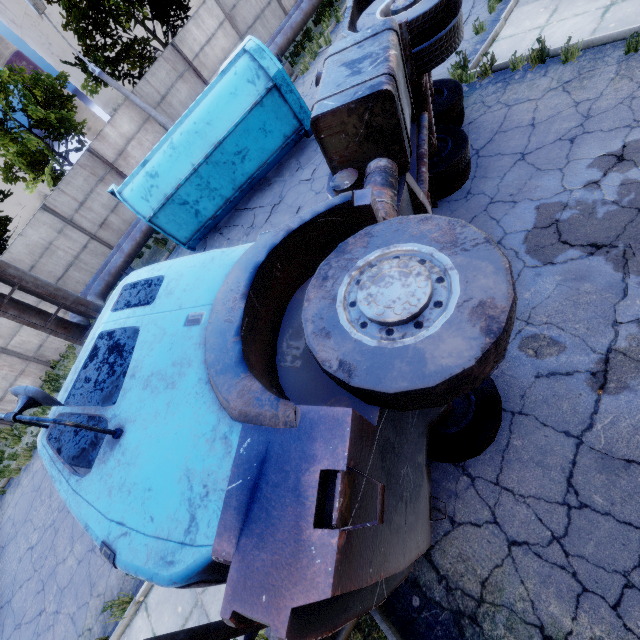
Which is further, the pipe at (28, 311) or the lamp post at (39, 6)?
the lamp post at (39, 6)

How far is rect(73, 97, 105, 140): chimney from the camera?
55.1 meters

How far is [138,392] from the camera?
2.34m

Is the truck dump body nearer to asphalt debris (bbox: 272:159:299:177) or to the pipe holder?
asphalt debris (bbox: 272:159:299:177)

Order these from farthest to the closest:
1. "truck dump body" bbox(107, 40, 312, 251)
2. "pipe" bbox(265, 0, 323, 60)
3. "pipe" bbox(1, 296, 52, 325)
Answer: "pipe" bbox(265, 0, 323, 60) < "pipe" bbox(1, 296, 52, 325) < "truck dump body" bbox(107, 40, 312, 251)

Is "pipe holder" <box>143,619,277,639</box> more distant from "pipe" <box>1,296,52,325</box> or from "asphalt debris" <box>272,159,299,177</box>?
"asphalt debris" <box>272,159,299,177</box>

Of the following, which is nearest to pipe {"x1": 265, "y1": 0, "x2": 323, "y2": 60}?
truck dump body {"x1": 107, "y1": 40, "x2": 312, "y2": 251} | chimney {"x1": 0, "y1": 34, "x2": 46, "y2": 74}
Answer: truck dump body {"x1": 107, "y1": 40, "x2": 312, "y2": 251}

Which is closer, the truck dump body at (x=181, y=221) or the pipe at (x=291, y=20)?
the truck dump body at (x=181, y=221)
